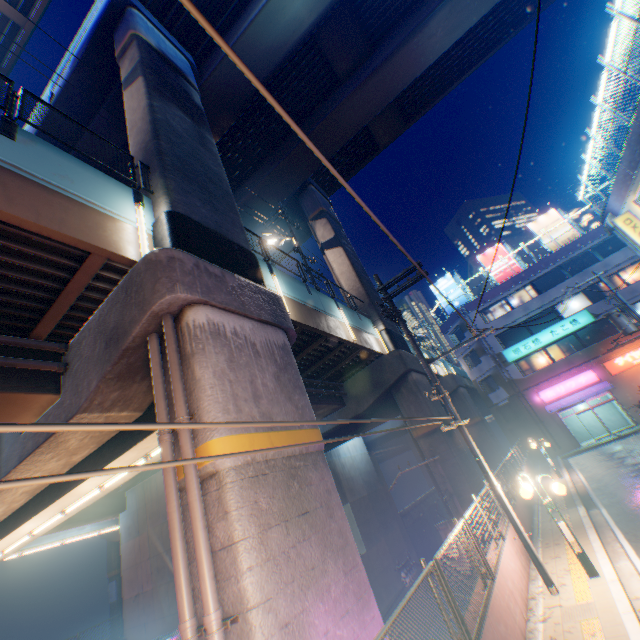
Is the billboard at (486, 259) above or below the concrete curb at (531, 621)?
above

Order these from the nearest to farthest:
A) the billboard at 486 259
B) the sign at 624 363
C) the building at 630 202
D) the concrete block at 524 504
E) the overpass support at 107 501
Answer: the overpass support at 107 501 → the concrete block at 524 504 → the building at 630 202 → the sign at 624 363 → the billboard at 486 259

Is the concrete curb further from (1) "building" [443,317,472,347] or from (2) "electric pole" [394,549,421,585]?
(2) "electric pole" [394,549,421,585]

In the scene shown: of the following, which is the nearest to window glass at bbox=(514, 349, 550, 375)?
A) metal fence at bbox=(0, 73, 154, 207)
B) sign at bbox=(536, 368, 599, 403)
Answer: sign at bbox=(536, 368, 599, 403)

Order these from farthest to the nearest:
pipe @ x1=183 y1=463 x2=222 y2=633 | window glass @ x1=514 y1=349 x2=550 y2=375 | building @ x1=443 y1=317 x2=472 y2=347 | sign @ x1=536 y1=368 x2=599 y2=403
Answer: building @ x1=443 y1=317 x2=472 y2=347, window glass @ x1=514 y1=349 x2=550 y2=375, sign @ x1=536 y1=368 x2=599 y2=403, pipe @ x1=183 y1=463 x2=222 y2=633

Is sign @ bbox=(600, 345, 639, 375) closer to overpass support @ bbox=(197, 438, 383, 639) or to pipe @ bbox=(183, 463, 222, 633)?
overpass support @ bbox=(197, 438, 383, 639)

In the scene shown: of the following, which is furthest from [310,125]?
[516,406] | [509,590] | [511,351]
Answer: [516,406]

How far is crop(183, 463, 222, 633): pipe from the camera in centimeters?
419cm
